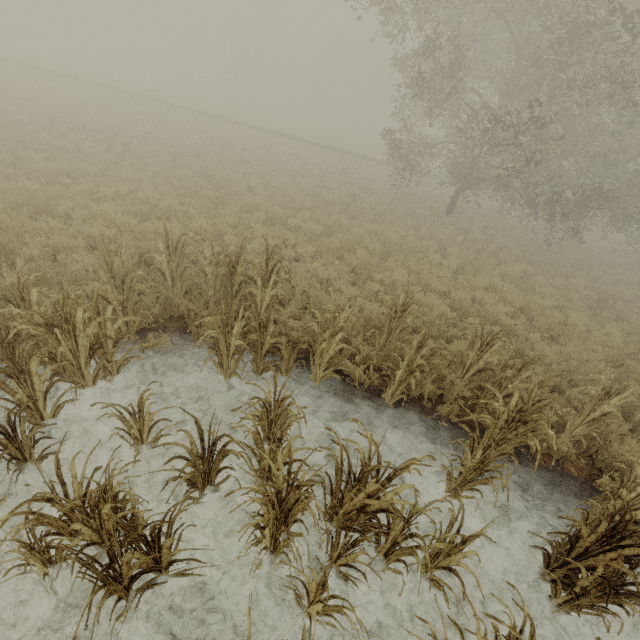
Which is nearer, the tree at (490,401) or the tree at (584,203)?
the tree at (490,401)

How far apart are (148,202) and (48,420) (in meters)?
7.88

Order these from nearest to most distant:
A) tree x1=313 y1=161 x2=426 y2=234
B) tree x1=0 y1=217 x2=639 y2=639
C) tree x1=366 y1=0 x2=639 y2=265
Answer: tree x1=0 y1=217 x2=639 y2=639, tree x1=366 y1=0 x2=639 y2=265, tree x1=313 y1=161 x2=426 y2=234

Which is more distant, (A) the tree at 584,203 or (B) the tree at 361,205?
(B) the tree at 361,205

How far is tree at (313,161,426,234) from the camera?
14.35m

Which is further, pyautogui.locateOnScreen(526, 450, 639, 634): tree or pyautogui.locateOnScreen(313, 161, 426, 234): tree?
pyautogui.locateOnScreen(313, 161, 426, 234): tree

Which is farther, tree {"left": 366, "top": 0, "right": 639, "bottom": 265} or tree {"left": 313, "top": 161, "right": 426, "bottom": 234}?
tree {"left": 313, "top": 161, "right": 426, "bottom": 234}
